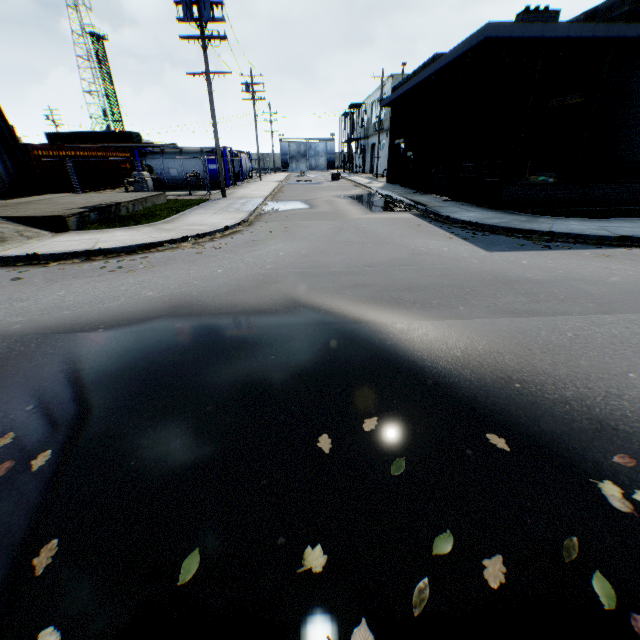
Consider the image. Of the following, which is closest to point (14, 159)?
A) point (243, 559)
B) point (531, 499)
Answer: point (243, 559)

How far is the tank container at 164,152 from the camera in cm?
2477

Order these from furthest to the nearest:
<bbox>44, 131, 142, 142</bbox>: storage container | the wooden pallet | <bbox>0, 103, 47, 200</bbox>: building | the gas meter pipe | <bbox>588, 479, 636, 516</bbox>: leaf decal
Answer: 1. <bbox>44, 131, 142, 142</bbox>: storage container
2. the gas meter pipe
3. the wooden pallet
4. <bbox>0, 103, 47, 200</bbox>: building
5. <bbox>588, 479, 636, 516</bbox>: leaf decal

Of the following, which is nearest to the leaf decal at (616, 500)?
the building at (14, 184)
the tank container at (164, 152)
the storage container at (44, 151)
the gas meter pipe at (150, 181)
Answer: the building at (14, 184)

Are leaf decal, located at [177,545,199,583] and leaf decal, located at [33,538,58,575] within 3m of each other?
yes

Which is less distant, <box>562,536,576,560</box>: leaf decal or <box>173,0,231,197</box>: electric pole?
<box>562,536,576,560</box>: leaf decal

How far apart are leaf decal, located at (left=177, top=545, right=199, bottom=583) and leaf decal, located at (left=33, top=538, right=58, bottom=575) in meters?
0.8

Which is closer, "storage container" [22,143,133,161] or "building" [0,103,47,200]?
"building" [0,103,47,200]
